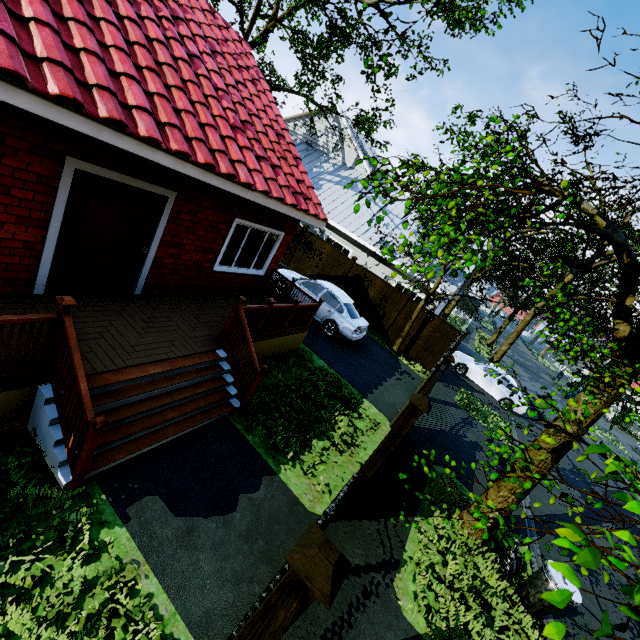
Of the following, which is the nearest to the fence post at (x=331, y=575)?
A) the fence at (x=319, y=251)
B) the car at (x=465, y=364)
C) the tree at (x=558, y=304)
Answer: the tree at (x=558, y=304)

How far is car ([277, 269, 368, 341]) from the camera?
11.90m

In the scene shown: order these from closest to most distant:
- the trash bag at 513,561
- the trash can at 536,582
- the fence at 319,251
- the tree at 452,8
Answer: the trash can at 536,582 < the trash bag at 513,561 < the tree at 452,8 < the fence at 319,251

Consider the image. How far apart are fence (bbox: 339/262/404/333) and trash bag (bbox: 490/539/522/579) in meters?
9.8

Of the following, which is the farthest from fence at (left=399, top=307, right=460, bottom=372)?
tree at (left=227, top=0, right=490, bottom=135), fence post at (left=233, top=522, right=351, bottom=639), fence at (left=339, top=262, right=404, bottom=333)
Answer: fence post at (left=233, top=522, right=351, bottom=639)

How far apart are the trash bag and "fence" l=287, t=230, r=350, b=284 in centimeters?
1223cm

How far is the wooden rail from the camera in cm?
698

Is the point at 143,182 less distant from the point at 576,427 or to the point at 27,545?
the point at 27,545
